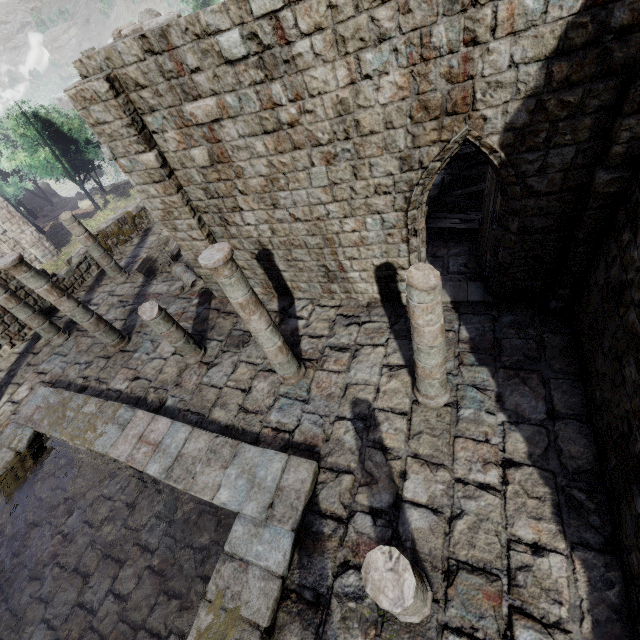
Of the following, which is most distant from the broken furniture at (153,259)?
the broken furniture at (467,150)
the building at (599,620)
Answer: the broken furniture at (467,150)

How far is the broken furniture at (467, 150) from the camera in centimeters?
1258cm

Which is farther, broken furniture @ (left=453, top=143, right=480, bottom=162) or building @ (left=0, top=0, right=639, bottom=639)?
broken furniture @ (left=453, top=143, right=480, bottom=162)

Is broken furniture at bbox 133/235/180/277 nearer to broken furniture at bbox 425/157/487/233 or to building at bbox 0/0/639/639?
building at bbox 0/0/639/639

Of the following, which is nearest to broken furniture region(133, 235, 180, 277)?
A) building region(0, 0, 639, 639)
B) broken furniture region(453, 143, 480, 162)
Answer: building region(0, 0, 639, 639)

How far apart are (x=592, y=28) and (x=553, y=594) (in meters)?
7.65
